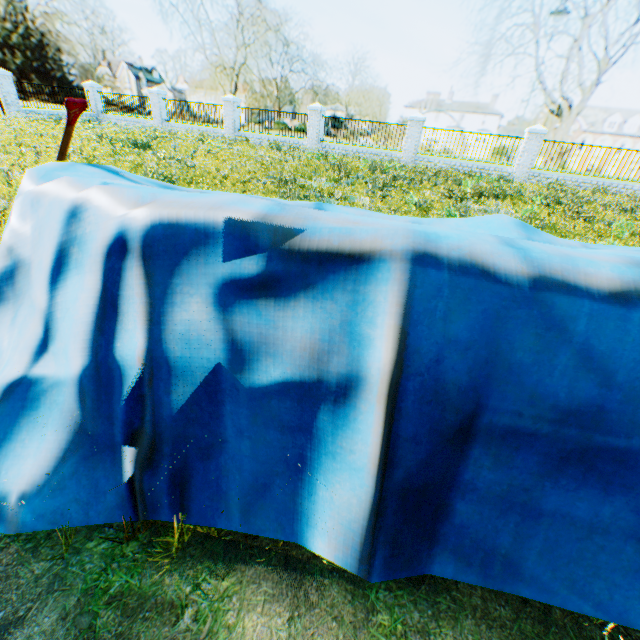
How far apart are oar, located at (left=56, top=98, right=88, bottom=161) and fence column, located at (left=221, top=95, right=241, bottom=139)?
20.2 meters

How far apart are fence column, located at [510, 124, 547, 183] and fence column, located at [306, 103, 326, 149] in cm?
1032

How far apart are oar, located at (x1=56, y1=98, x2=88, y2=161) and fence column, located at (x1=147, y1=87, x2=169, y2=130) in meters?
23.3 m

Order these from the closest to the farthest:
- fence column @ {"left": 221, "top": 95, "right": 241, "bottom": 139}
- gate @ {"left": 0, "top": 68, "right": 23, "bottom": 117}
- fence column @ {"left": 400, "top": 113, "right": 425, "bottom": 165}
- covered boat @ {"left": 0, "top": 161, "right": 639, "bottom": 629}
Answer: covered boat @ {"left": 0, "top": 161, "right": 639, "bottom": 629} < fence column @ {"left": 400, "top": 113, "right": 425, "bottom": 165} < gate @ {"left": 0, "top": 68, "right": 23, "bottom": 117} < fence column @ {"left": 221, "top": 95, "right": 241, "bottom": 139}

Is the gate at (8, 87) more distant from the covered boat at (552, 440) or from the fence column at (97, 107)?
the covered boat at (552, 440)

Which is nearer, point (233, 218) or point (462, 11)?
point (233, 218)

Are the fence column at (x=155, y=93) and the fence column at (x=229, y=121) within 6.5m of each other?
yes

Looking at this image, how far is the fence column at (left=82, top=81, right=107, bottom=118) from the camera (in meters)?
22.12
